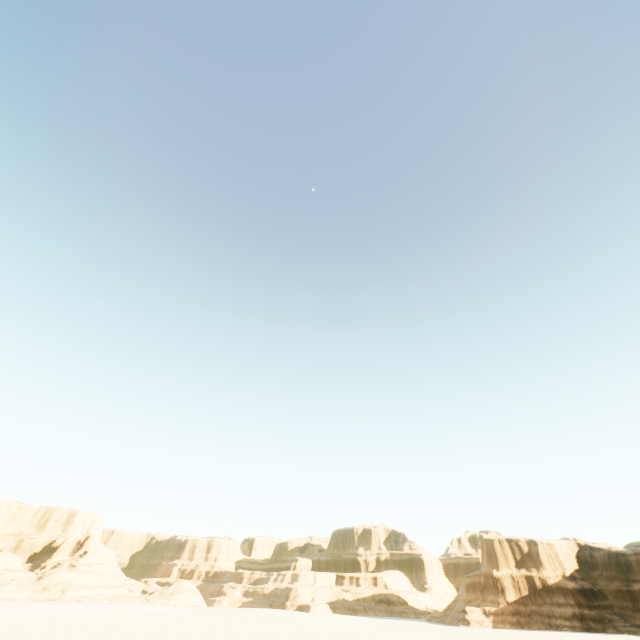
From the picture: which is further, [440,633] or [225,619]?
[225,619]
